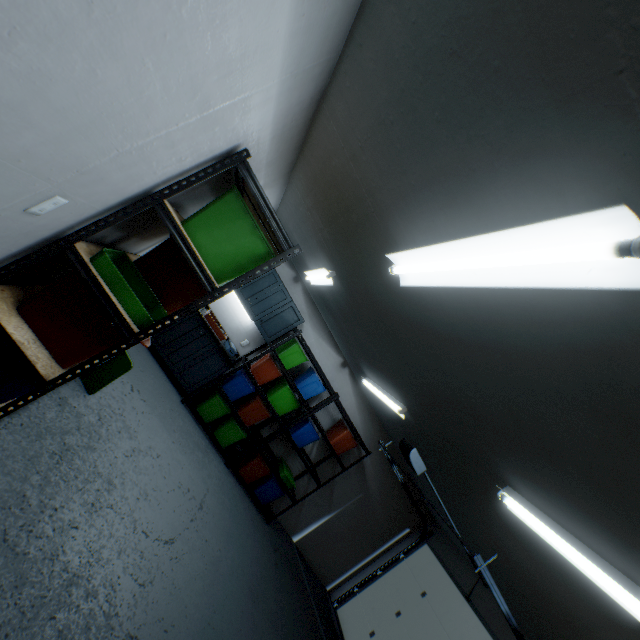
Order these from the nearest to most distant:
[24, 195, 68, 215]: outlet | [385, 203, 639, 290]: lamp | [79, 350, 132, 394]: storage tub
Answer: [385, 203, 639, 290]: lamp < [24, 195, 68, 215]: outlet < [79, 350, 132, 394]: storage tub

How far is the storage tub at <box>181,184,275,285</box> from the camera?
1.8m

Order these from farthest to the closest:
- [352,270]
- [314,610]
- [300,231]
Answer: [314,610], [300,231], [352,270]

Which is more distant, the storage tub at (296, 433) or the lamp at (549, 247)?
the storage tub at (296, 433)

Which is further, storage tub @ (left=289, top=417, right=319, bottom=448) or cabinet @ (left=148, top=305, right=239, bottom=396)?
storage tub @ (left=289, top=417, right=319, bottom=448)

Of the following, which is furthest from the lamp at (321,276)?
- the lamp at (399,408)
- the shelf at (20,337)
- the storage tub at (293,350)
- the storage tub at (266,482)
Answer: the storage tub at (266,482)

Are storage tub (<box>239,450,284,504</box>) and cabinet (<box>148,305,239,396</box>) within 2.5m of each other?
yes

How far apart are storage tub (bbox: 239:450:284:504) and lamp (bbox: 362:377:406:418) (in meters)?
1.98
